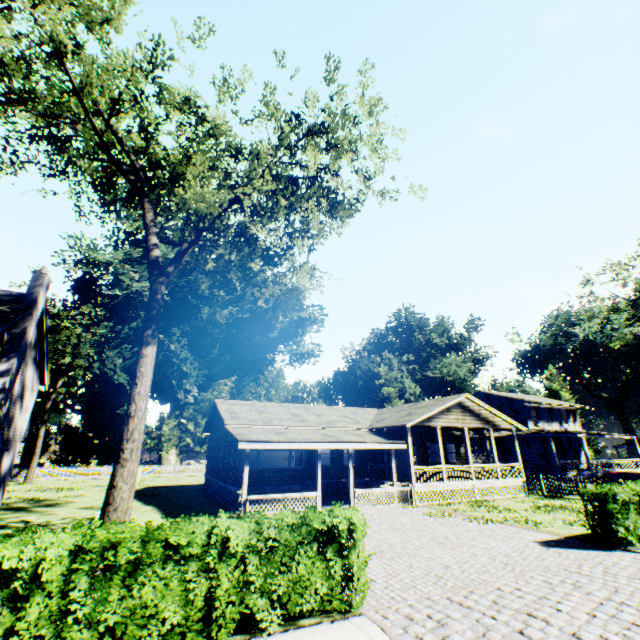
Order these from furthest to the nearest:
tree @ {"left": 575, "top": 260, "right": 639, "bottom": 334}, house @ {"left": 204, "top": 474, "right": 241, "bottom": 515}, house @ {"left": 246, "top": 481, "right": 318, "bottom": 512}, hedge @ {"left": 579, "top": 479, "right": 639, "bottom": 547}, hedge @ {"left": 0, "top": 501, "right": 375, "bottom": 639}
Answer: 1. tree @ {"left": 575, "top": 260, "right": 639, "bottom": 334}
2. house @ {"left": 204, "top": 474, "right": 241, "bottom": 515}
3. house @ {"left": 246, "top": 481, "right": 318, "bottom": 512}
4. hedge @ {"left": 579, "top": 479, "right": 639, "bottom": 547}
5. hedge @ {"left": 0, "top": 501, "right": 375, "bottom": 639}

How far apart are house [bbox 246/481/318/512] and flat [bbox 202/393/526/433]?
3.22m

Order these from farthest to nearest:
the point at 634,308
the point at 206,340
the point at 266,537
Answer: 1. the point at 206,340
2. the point at 634,308
3. the point at 266,537

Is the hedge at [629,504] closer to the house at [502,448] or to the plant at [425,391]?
the house at [502,448]

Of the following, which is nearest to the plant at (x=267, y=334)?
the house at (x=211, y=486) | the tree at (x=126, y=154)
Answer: the tree at (x=126, y=154)

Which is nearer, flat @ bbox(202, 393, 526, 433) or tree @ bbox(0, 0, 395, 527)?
tree @ bbox(0, 0, 395, 527)

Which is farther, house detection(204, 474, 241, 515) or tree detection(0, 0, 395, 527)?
house detection(204, 474, 241, 515)
